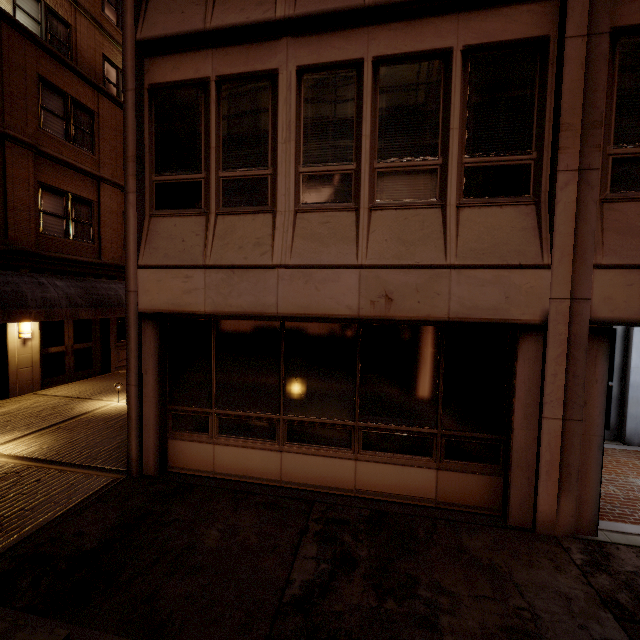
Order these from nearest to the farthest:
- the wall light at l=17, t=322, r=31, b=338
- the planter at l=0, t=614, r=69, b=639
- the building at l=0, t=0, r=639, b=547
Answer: the planter at l=0, t=614, r=69, b=639
the building at l=0, t=0, r=639, b=547
the wall light at l=17, t=322, r=31, b=338

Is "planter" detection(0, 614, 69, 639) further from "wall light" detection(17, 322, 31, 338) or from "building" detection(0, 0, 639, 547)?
"wall light" detection(17, 322, 31, 338)

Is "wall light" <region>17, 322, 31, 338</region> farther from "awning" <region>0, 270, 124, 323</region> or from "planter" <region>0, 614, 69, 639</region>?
"planter" <region>0, 614, 69, 639</region>

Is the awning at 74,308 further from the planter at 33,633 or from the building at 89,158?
the building at 89,158

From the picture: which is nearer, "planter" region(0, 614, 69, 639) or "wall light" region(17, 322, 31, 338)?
"planter" region(0, 614, 69, 639)

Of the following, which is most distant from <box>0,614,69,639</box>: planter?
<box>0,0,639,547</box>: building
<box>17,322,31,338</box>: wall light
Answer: <box>17,322,31,338</box>: wall light

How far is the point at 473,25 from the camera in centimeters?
461cm

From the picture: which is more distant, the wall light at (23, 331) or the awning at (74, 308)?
the wall light at (23, 331)
